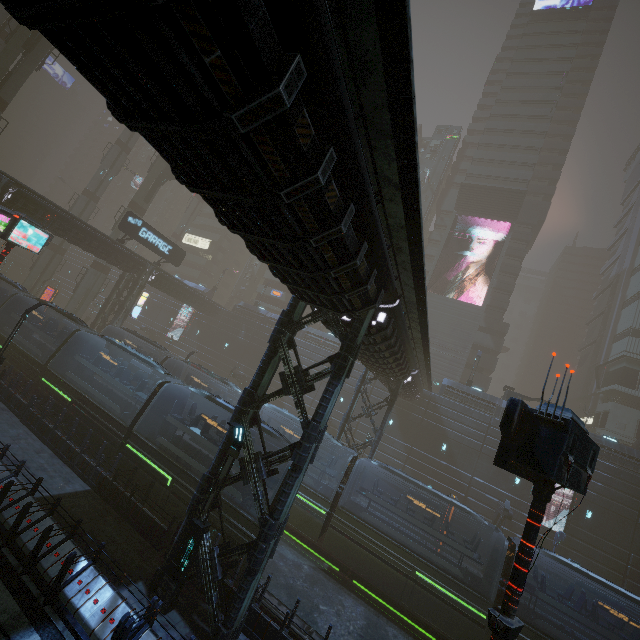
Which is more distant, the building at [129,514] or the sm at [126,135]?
the sm at [126,135]

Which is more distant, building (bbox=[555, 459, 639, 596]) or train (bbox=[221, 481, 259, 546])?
building (bbox=[555, 459, 639, 596])

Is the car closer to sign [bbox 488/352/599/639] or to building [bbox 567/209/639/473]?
building [bbox 567/209/639/473]

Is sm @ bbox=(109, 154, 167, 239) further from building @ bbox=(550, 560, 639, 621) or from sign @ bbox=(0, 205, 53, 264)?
sign @ bbox=(0, 205, 53, 264)

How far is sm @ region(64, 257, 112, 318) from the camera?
39.06m

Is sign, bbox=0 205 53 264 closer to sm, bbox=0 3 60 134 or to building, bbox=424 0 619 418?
building, bbox=424 0 619 418

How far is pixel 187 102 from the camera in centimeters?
373cm

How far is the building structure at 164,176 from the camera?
42.31m
